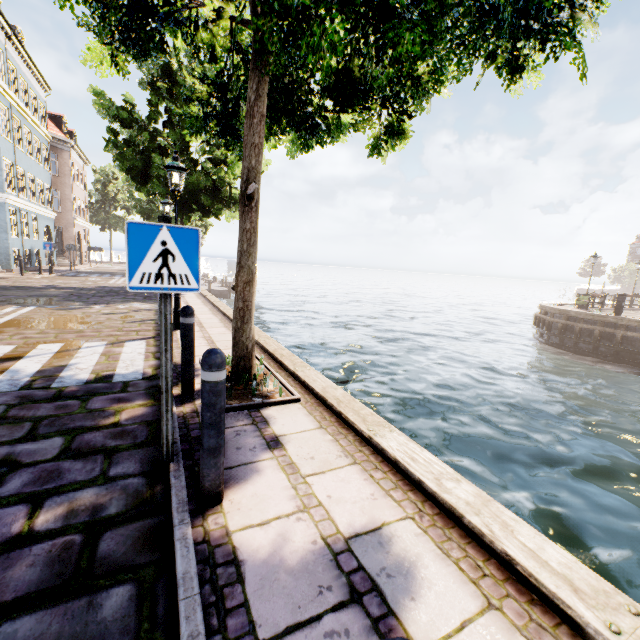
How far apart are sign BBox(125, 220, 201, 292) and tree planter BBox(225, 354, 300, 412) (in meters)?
1.67

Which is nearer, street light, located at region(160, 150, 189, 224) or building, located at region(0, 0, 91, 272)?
street light, located at region(160, 150, 189, 224)

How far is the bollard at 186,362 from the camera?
3.84m

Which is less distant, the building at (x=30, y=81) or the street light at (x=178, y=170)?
the street light at (x=178, y=170)

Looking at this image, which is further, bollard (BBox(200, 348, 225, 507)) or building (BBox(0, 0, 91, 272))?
building (BBox(0, 0, 91, 272))

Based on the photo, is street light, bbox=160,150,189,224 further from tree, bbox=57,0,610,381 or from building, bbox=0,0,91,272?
building, bbox=0,0,91,272

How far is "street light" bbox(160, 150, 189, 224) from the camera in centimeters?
675cm

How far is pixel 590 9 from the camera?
3.3m
